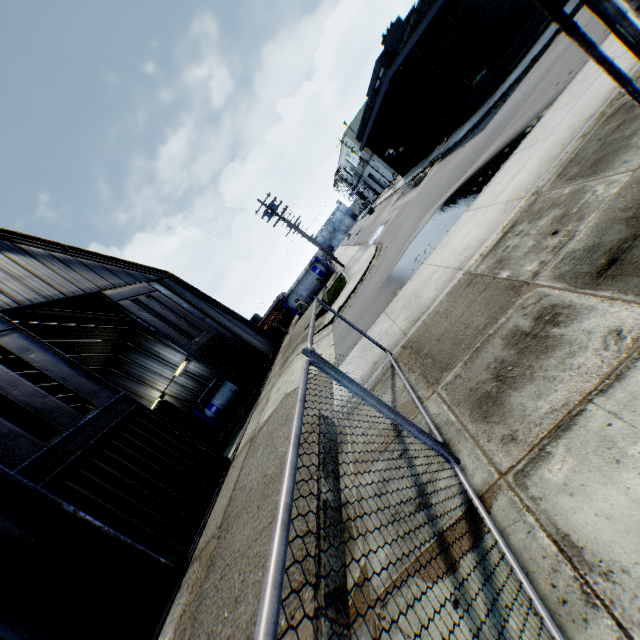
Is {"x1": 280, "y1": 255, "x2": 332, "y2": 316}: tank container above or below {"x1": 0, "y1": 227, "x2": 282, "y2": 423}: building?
below

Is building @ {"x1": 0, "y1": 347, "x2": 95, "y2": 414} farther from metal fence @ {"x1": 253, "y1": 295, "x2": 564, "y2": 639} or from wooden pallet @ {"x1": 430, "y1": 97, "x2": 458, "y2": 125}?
wooden pallet @ {"x1": 430, "y1": 97, "x2": 458, "y2": 125}

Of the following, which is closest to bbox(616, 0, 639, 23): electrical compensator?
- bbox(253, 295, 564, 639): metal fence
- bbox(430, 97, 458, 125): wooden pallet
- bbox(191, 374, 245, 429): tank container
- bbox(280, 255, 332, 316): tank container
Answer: bbox(253, 295, 564, 639): metal fence

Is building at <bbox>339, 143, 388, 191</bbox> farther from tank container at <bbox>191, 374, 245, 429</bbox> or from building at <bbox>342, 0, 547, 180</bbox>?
tank container at <bbox>191, 374, 245, 429</bbox>

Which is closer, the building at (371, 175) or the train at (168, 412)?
the train at (168, 412)

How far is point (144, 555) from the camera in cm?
854

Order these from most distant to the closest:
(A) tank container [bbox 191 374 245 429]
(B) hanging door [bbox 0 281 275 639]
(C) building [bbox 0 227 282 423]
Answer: (A) tank container [bbox 191 374 245 429], (C) building [bbox 0 227 282 423], (B) hanging door [bbox 0 281 275 639]

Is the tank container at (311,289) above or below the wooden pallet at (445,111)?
below
